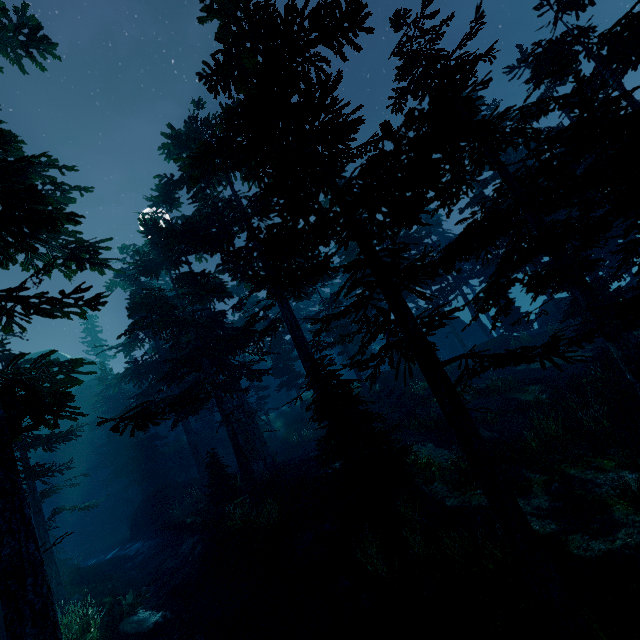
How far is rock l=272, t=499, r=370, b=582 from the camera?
11.4 meters

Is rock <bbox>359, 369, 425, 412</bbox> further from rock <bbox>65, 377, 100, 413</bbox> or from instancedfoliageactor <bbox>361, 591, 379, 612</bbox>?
rock <bbox>65, 377, 100, 413</bbox>

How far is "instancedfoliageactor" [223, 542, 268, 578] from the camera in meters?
12.0

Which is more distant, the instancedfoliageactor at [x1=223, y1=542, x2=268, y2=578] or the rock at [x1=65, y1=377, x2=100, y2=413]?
the rock at [x1=65, y1=377, x2=100, y2=413]

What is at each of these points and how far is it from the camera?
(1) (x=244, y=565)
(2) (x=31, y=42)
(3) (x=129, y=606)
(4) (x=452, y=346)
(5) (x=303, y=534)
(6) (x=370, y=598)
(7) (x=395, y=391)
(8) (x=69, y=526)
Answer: (1) instancedfoliageactor, 13.0m
(2) instancedfoliageactor, 11.0m
(3) instancedfoliageactor, 13.6m
(4) rock, 45.4m
(5) rock, 11.9m
(6) instancedfoliageactor, 9.3m
(7) rock, 26.6m
(8) rock, 33.7m

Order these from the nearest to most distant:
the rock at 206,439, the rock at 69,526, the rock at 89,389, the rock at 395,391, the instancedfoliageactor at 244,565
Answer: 1. the instancedfoliageactor at 244,565
2. the rock at 395,391
3. the rock at 69,526
4. the rock at 206,439
5. the rock at 89,389

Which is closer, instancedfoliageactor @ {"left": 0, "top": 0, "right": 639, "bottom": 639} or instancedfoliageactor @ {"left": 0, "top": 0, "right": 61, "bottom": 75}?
instancedfoliageactor @ {"left": 0, "top": 0, "right": 639, "bottom": 639}

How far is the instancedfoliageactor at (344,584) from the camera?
10.11m
